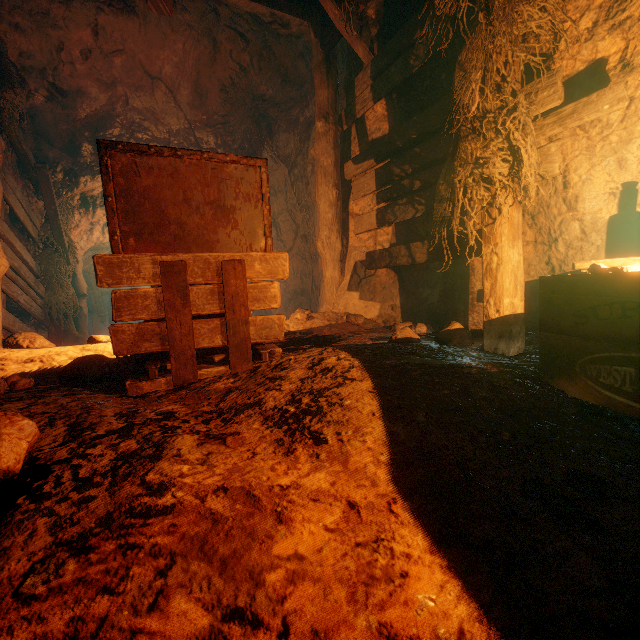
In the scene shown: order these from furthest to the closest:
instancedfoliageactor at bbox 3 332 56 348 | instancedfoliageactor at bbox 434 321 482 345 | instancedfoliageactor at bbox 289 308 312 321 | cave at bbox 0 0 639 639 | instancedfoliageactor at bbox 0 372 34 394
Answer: instancedfoliageactor at bbox 289 308 312 321 → instancedfoliageactor at bbox 3 332 56 348 → instancedfoliageactor at bbox 434 321 482 345 → instancedfoliageactor at bbox 0 372 34 394 → cave at bbox 0 0 639 639

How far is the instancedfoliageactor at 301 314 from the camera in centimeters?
428cm

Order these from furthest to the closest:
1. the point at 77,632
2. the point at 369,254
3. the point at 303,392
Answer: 1. the point at 369,254
2. the point at 303,392
3. the point at 77,632

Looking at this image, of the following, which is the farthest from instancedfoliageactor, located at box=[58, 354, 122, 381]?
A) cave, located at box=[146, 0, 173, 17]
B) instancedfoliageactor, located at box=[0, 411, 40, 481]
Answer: instancedfoliageactor, located at box=[0, 411, 40, 481]

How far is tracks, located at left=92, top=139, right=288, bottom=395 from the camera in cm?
194

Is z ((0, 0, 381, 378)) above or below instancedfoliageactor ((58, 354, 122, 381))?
above

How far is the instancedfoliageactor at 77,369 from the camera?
2.4 meters

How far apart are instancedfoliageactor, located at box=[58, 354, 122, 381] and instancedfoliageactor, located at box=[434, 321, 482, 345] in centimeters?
266cm
